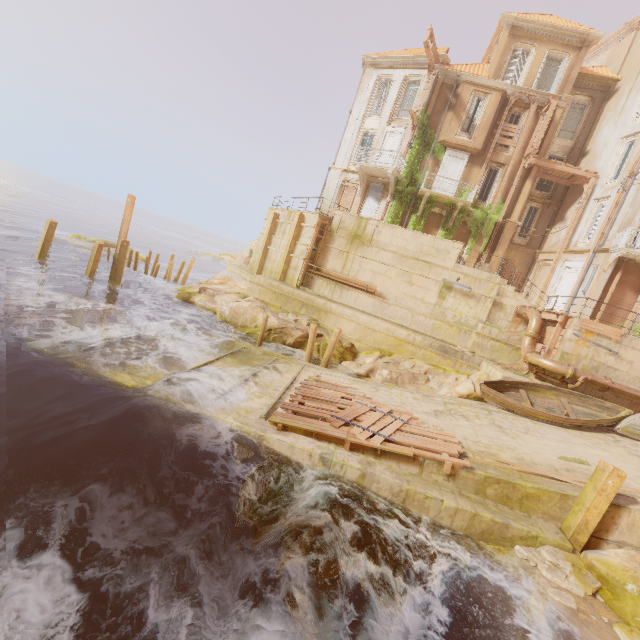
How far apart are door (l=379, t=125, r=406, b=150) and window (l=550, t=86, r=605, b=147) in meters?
10.0

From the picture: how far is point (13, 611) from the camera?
4.2 meters

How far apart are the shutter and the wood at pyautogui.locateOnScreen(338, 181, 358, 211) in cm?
76

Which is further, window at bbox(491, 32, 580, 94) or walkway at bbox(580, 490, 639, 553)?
window at bbox(491, 32, 580, 94)

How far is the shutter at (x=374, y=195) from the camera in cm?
2464

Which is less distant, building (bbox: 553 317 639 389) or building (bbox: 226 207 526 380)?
building (bbox: 553 317 639 389)

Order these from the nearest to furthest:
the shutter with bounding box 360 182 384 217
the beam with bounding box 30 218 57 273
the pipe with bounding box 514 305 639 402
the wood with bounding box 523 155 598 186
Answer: the pipe with bounding box 514 305 639 402, the beam with bounding box 30 218 57 273, the wood with bounding box 523 155 598 186, the shutter with bounding box 360 182 384 217

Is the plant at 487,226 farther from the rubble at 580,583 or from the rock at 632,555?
the rubble at 580,583
